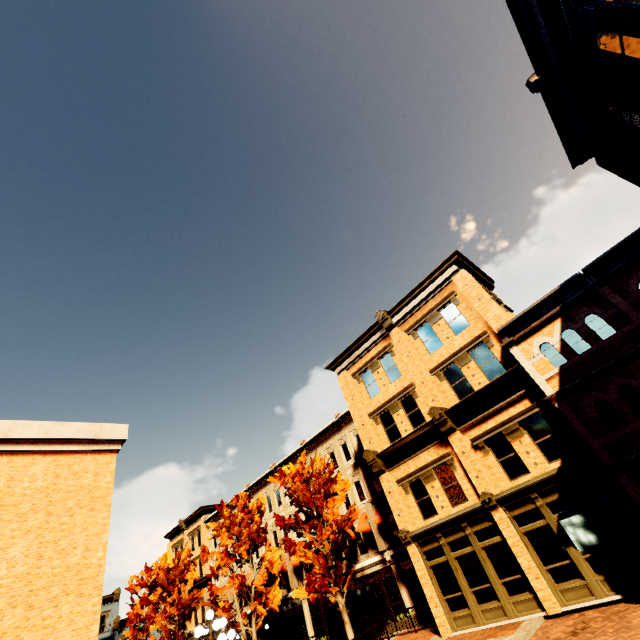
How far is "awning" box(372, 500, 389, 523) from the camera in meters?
21.3

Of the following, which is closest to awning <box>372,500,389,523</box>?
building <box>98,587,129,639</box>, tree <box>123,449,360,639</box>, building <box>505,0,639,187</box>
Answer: building <box>505,0,639,187</box>

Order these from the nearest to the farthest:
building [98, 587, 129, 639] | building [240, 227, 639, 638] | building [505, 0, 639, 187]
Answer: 1. building [505, 0, 639, 187]
2. building [240, 227, 639, 638]
3. building [98, 587, 129, 639]

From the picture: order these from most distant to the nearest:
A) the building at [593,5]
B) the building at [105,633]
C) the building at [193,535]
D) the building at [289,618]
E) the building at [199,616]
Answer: the building at [105,633]
the building at [193,535]
the building at [199,616]
the building at [289,618]
the building at [593,5]

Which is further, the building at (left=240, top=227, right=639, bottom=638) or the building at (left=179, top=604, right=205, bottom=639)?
the building at (left=179, top=604, right=205, bottom=639)

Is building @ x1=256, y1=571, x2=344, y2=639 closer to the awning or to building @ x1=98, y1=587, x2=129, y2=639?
the awning

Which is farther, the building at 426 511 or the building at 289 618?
the building at 289 618

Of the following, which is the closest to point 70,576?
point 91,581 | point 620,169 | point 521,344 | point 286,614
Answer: point 91,581
